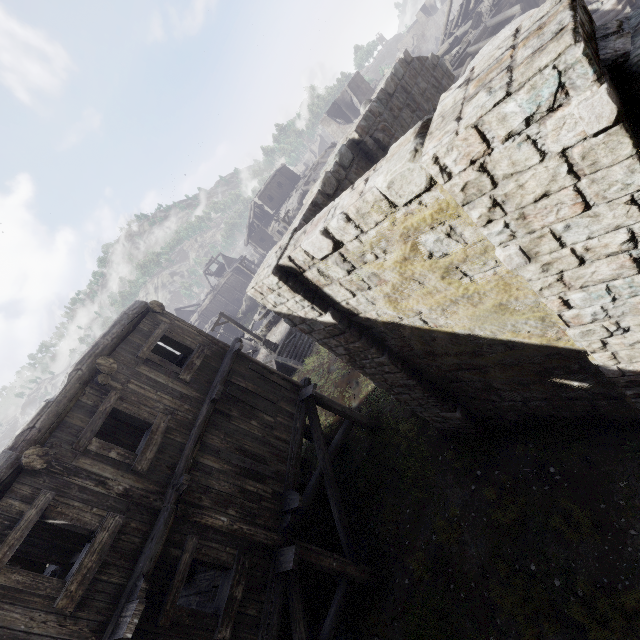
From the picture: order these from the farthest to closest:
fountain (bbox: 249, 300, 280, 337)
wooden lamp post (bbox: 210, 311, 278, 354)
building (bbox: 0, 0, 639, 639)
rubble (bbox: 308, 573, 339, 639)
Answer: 1. fountain (bbox: 249, 300, 280, 337)
2. wooden lamp post (bbox: 210, 311, 278, 354)
3. rubble (bbox: 308, 573, 339, 639)
4. building (bbox: 0, 0, 639, 639)

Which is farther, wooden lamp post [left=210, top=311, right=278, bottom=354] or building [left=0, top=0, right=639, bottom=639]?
wooden lamp post [left=210, top=311, right=278, bottom=354]

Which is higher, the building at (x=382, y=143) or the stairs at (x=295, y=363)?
the building at (x=382, y=143)

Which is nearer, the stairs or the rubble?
the rubble

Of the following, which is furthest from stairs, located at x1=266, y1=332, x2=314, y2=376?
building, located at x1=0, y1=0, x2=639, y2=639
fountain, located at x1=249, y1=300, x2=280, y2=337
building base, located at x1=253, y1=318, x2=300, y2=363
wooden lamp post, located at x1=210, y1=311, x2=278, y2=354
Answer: building, located at x1=0, y1=0, x2=639, y2=639

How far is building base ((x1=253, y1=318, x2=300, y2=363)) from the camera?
23.03m

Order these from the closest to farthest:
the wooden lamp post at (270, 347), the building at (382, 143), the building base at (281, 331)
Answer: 1. the building at (382, 143)
2. the wooden lamp post at (270, 347)
3. the building base at (281, 331)

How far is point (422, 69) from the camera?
11.76m
